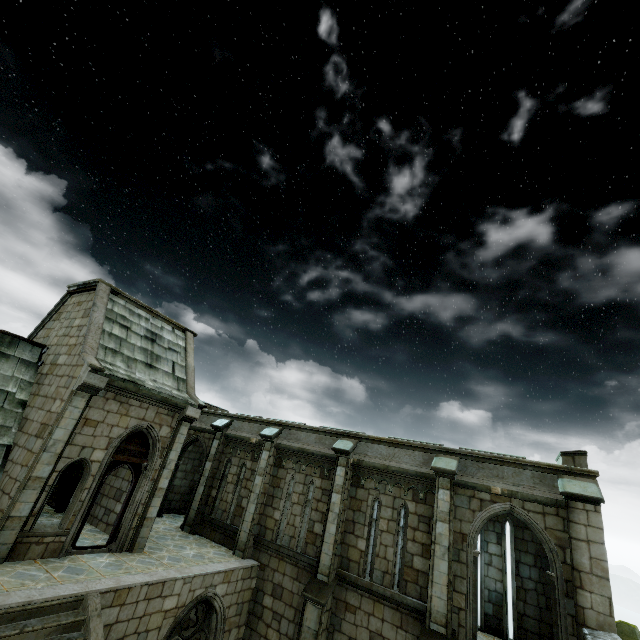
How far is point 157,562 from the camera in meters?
10.1 m

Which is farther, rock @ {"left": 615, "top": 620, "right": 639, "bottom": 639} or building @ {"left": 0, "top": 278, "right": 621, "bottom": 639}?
rock @ {"left": 615, "top": 620, "right": 639, "bottom": 639}

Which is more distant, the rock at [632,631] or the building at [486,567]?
the rock at [632,631]
